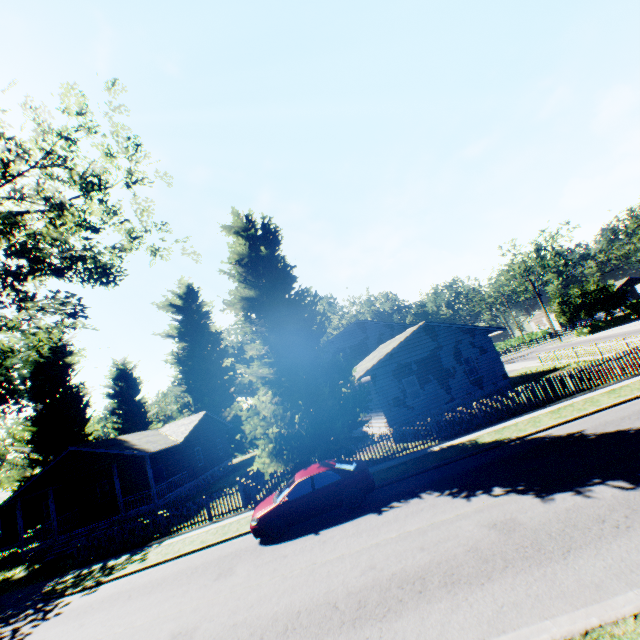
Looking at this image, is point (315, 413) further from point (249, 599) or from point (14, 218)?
point (14, 218)

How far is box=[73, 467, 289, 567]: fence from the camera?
16.6 meters

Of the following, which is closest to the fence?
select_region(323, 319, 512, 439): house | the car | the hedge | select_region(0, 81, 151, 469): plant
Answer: select_region(0, 81, 151, 469): plant

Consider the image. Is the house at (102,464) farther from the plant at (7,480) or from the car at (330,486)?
the car at (330,486)

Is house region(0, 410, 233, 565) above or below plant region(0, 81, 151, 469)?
below

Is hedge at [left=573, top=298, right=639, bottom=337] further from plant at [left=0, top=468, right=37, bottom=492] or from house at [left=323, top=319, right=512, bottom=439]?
house at [left=323, top=319, right=512, bottom=439]

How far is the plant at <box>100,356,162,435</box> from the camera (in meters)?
40.03

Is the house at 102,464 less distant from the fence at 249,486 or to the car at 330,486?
the fence at 249,486
